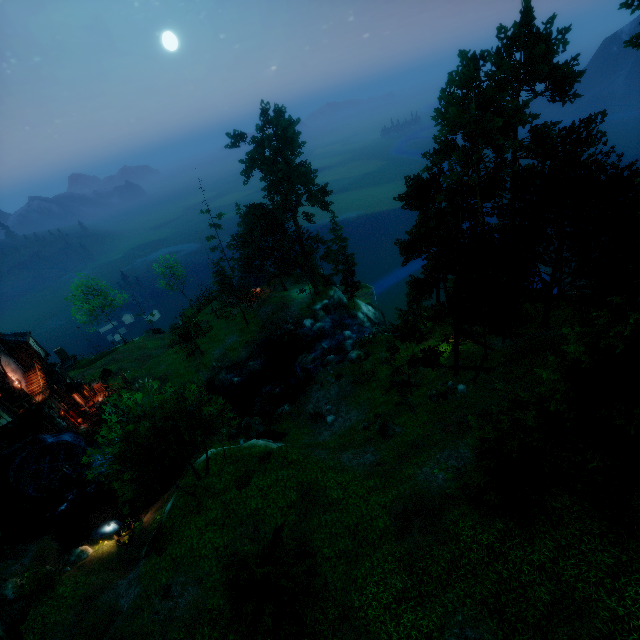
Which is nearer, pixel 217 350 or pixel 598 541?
pixel 598 541

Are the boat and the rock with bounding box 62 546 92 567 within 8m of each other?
yes

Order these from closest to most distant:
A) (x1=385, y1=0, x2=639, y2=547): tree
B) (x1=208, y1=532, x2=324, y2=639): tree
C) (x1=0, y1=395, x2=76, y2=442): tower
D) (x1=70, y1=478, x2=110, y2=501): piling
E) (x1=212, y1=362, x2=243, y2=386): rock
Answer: (x1=385, y1=0, x2=639, y2=547): tree, (x1=208, y1=532, x2=324, y2=639): tree, (x1=0, y1=395, x2=76, y2=442): tower, (x1=70, y1=478, x2=110, y2=501): piling, (x1=212, y1=362, x2=243, y2=386): rock

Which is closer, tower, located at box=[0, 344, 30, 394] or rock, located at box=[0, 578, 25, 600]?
rock, located at box=[0, 578, 25, 600]

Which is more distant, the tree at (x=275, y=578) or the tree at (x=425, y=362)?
the tree at (x=425, y=362)

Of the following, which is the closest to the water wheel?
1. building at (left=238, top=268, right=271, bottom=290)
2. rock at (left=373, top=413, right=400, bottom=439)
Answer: building at (left=238, top=268, right=271, bottom=290)

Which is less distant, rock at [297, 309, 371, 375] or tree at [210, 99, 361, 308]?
rock at [297, 309, 371, 375]

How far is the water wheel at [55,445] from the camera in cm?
3100
